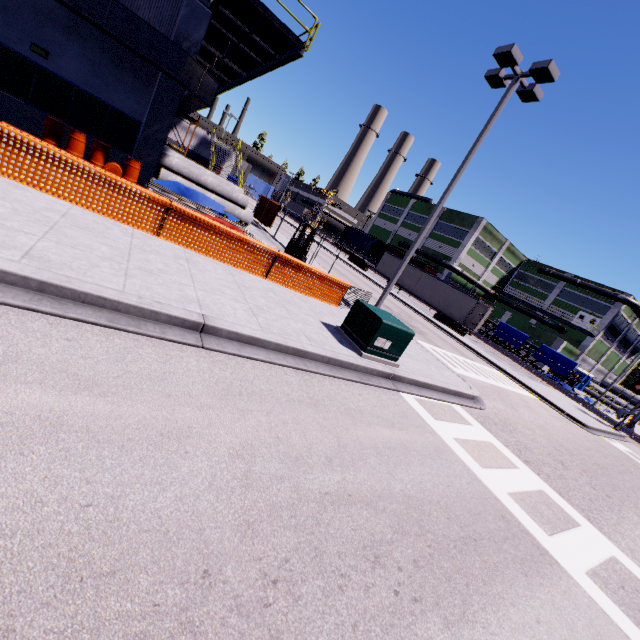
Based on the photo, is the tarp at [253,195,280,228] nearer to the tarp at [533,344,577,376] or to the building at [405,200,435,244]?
the building at [405,200,435,244]

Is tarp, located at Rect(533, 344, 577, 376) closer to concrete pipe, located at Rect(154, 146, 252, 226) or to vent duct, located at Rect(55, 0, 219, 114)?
vent duct, located at Rect(55, 0, 219, 114)

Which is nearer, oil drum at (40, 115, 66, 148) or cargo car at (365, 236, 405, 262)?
oil drum at (40, 115, 66, 148)

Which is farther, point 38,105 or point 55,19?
point 38,105

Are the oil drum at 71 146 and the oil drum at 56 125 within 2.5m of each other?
yes

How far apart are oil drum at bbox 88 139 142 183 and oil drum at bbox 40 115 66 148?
0.9 meters

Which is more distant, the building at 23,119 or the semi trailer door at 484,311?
the semi trailer door at 484,311

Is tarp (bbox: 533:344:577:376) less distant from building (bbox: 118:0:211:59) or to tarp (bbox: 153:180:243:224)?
building (bbox: 118:0:211:59)
